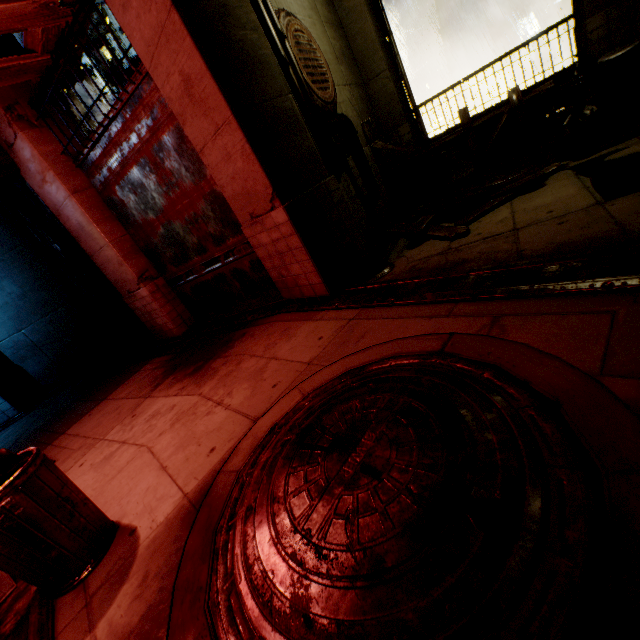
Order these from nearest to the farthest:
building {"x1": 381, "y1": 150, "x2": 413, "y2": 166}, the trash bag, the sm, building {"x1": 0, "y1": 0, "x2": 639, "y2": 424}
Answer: building {"x1": 0, "y1": 0, "x2": 639, "y2": 424} → the sm → the trash bag → building {"x1": 381, "y1": 150, "x2": 413, "y2": 166}

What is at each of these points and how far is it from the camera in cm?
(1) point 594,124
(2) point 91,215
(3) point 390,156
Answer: (1) trash bag, 583
(2) building, 669
(3) building, 902

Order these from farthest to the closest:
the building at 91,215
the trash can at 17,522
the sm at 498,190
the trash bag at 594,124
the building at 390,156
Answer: the building at 390,156 → the trash bag at 594,124 → the sm at 498,190 → the building at 91,215 → the trash can at 17,522

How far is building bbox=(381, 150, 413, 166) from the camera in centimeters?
864cm

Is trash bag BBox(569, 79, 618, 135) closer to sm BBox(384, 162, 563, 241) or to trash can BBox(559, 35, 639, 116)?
trash can BBox(559, 35, 639, 116)

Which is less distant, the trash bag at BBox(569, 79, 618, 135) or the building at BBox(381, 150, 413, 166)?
the trash bag at BBox(569, 79, 618, 135)

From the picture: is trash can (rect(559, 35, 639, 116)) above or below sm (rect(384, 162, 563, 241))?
above

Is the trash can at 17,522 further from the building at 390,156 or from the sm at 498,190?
the sm at 498,190
